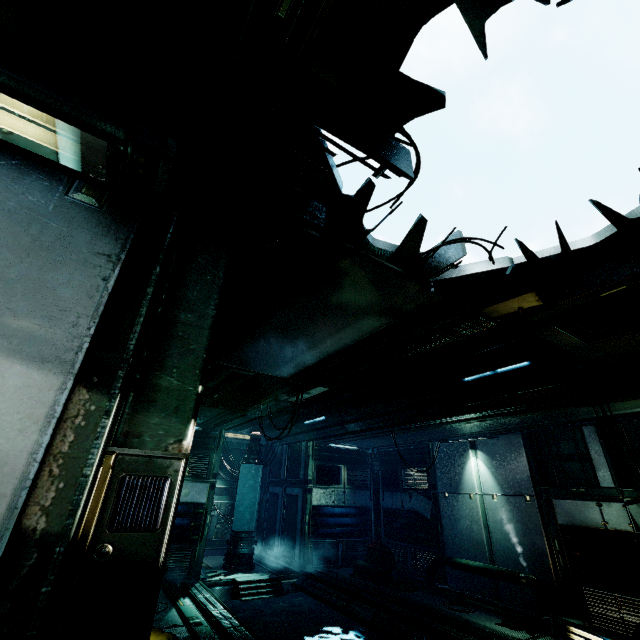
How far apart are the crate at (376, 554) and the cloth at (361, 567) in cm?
1

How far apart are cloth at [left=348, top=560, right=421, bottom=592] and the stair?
2.3m

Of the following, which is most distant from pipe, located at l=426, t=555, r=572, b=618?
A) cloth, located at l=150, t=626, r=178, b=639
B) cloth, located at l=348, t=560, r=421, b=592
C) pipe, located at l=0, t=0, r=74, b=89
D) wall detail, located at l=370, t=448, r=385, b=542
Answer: pipe, located at l=0, t=0, r=74, b=89

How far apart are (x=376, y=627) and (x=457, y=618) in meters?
2.0

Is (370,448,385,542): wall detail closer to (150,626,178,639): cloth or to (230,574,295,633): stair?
(230,574,295,633): stair

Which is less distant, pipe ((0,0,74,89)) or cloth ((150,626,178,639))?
pipe ((0,0,74,89))

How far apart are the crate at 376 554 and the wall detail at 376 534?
0.8 meters

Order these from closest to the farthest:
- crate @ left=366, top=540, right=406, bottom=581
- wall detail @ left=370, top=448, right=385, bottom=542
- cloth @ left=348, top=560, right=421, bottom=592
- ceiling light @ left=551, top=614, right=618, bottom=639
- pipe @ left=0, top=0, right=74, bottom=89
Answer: pipe @ left=0, top=0, right=74, bottom=89 < ceiling light @ left=551, top=614, right=618, bottom=639 < cloth @ left=348, top=560, right=421, bottom=592 < crate @ left=366, top=540, right=406, bottom=581 < wall detail @ left=370, top=448, right=385, bottom=542
